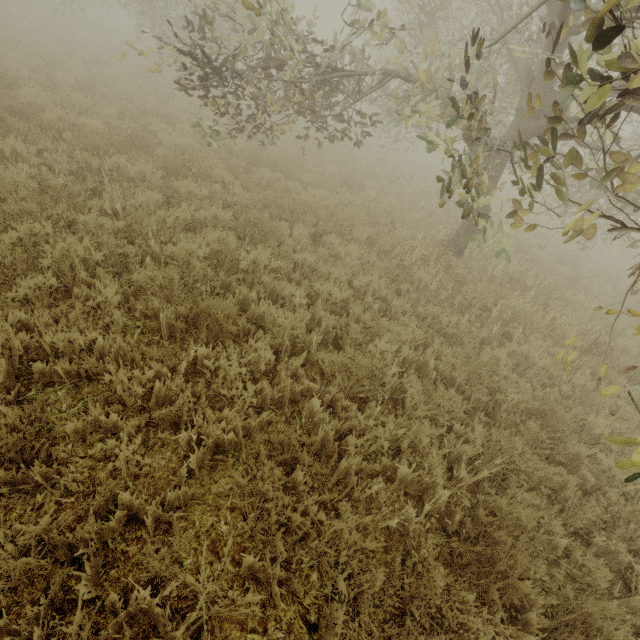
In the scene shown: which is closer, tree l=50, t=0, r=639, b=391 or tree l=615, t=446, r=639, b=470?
tree l=615, t=446, r=639, b=470

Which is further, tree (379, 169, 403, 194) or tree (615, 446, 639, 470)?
tree (379, 169, 403, 194)

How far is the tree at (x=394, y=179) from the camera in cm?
1093

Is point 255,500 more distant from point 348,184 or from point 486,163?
point 348,184

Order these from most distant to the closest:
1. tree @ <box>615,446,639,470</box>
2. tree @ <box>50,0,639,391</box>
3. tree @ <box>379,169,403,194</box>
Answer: tree @ <box>379,169,403,194</box> < tree @ <box>50,0,639,391</box> < tree @ <box>615,446,639,470</box>

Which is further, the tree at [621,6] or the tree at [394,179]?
the tree at [394,179]

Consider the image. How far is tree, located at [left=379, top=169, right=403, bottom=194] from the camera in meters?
10.9
